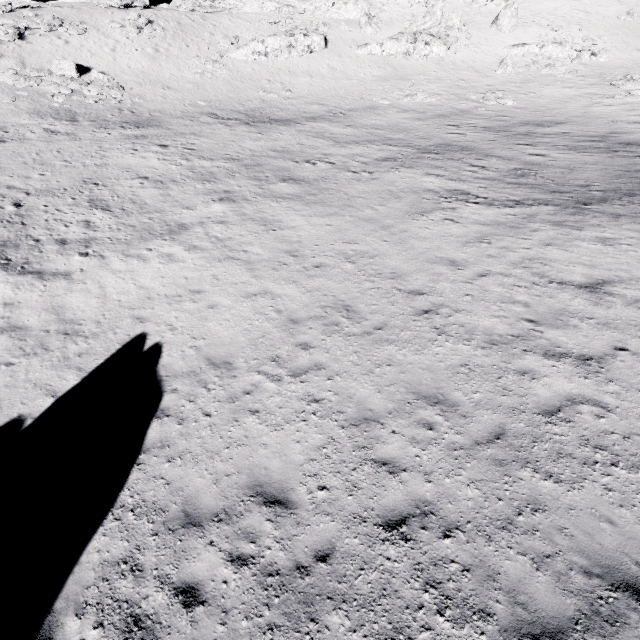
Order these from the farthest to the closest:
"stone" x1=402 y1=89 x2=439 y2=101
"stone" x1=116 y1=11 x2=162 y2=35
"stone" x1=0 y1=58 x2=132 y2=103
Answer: "stone" x1=116 y1=11 x2=162 y2=35
"stone" x1=402 y1=89 x2=439 y2=101
"stone" x1=0 y1=58 x2=132 y2=103

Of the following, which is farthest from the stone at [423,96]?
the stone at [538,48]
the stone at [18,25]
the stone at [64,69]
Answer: the stone at [18,25]

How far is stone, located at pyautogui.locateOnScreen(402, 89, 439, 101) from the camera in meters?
33.8

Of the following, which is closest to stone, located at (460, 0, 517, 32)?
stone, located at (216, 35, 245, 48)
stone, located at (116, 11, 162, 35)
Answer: stone, located at (216, 35, 245, 48)

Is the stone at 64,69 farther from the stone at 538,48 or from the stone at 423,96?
the stone at 538,48

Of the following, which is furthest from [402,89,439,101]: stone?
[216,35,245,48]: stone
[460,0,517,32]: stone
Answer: [216,35,245,48]: stone

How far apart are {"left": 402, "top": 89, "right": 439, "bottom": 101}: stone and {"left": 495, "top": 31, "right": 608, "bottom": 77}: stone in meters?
Result: 14.8 m

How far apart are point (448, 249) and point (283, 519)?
10.57m
